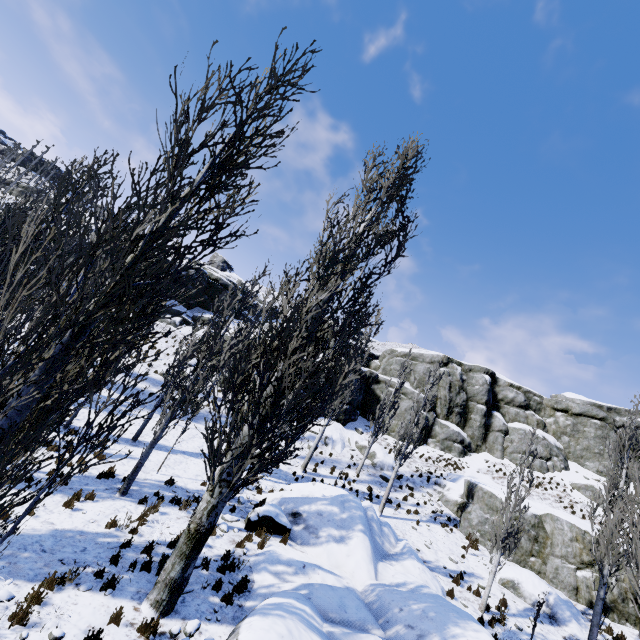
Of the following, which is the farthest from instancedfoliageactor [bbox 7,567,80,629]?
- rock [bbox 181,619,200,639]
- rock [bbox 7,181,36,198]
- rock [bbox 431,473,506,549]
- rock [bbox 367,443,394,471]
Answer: rock [bbox 7,181,36,198]

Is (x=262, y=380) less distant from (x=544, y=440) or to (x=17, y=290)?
(x=17, y=290)

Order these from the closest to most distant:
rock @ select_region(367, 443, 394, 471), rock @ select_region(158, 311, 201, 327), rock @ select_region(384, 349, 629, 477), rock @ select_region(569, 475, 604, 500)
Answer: rock @ select_region(367, 443, 394, 471) < rock @ select_region(569, 475, 604, 500) < rock @ select_region(384, 349, 629, 477) < rock @ select_region(158, 311, 201, 327)

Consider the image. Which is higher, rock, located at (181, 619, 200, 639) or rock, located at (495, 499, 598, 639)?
rock, located at (495, 499, 598, 639)

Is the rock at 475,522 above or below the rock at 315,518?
above

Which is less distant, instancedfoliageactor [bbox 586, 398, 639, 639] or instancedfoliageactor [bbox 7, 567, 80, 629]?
instancedfoliageactor [bbox 7, 567, 80, 629]

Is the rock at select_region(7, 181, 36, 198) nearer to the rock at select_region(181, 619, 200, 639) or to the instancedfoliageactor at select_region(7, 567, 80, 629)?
the instancedfoliageactor at select_region(7, 567, 80, 629)

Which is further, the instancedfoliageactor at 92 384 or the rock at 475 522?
the rock at 475 522
